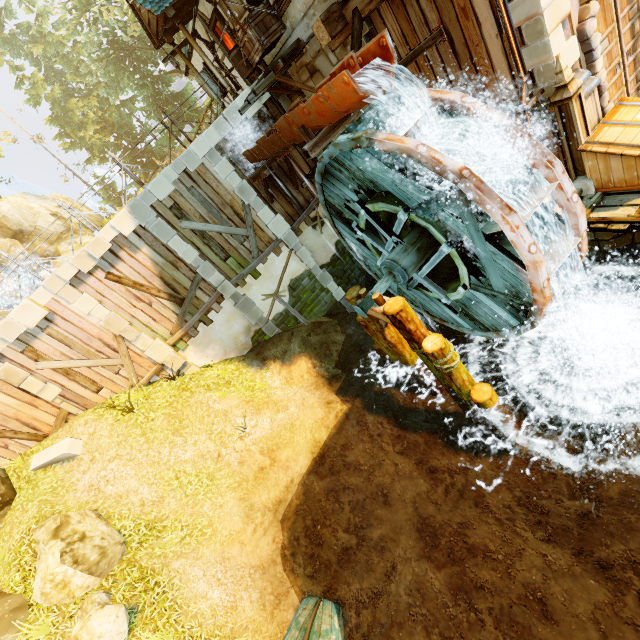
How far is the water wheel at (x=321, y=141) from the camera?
7.4m

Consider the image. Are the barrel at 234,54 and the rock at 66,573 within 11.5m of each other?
no

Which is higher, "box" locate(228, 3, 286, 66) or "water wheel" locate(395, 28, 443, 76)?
"box" locate(228, 3, 286, 66)

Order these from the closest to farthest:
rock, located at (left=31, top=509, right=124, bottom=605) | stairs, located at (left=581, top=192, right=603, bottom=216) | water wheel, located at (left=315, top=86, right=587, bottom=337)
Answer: water wheel, located at (left=315, top=86, right=587, bottom=337), stairs, located at (left=581, top=192, right=603, bottom=216), rock, located at (left=31, top=509, right=124, bottom=605)

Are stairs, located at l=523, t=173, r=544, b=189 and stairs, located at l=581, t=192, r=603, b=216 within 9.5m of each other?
yes

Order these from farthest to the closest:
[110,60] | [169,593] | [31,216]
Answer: [110,60], [31,216], [169,593]

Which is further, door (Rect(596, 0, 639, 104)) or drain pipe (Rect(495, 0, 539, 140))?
door (Rect(596, 0, 639, 104))

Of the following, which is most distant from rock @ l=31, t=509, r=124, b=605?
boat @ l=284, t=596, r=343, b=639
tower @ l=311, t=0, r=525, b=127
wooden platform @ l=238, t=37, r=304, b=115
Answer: tower @ l=311, t=0, r=525, b=127
